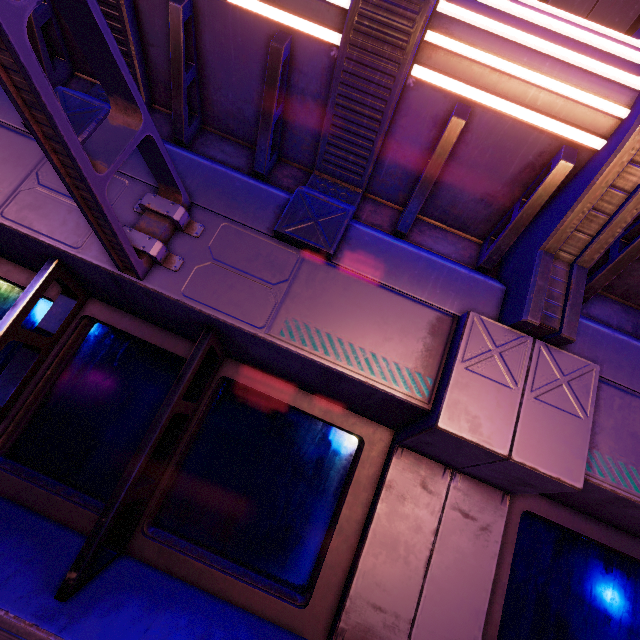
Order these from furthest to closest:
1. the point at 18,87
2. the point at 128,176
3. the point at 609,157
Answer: the point at 128,176
the point at 609,157
the point at 18,87
